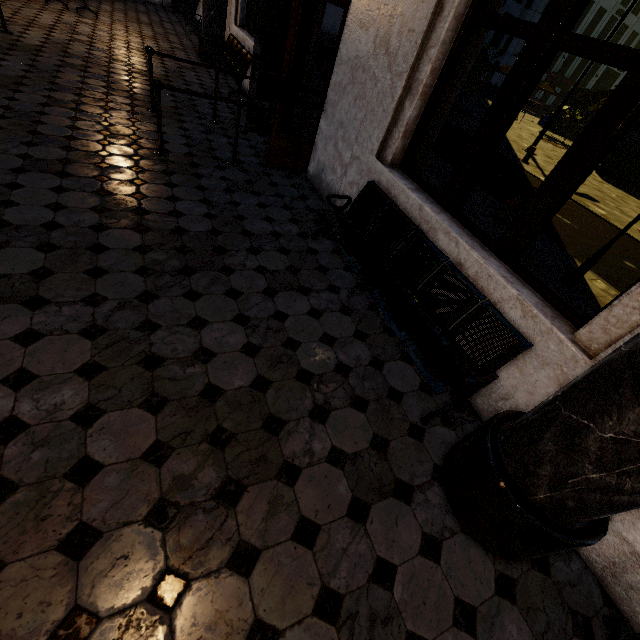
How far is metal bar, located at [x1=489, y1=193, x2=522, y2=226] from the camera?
6.3 meters

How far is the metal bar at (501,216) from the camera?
6.3m

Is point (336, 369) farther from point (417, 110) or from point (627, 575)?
point (417, 110)

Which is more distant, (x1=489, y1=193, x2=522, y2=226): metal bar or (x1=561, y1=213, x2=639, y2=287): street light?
(x1=489, y1=193, x2=522, y2=226): metal bar

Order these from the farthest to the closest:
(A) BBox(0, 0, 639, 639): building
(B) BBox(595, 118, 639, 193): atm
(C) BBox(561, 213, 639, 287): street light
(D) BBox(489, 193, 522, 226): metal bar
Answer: (B) BBox(595, 118, 639, 193): atm < (D) BBox(489, 193, 522, 226): metal bar < (C) BBox(561, 213, 639, 287): street light < (A) BBox(0, 0, 639, 639): building

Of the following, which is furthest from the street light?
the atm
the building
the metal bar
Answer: the atm

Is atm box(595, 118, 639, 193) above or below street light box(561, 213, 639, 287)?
above

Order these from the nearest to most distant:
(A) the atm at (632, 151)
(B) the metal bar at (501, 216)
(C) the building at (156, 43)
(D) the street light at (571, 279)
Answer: (C) the building at (156, 43) < (D) the street light at (571, 279) < (B) the metal bar at (501, 216) < (A) the atm at (632, 151)
